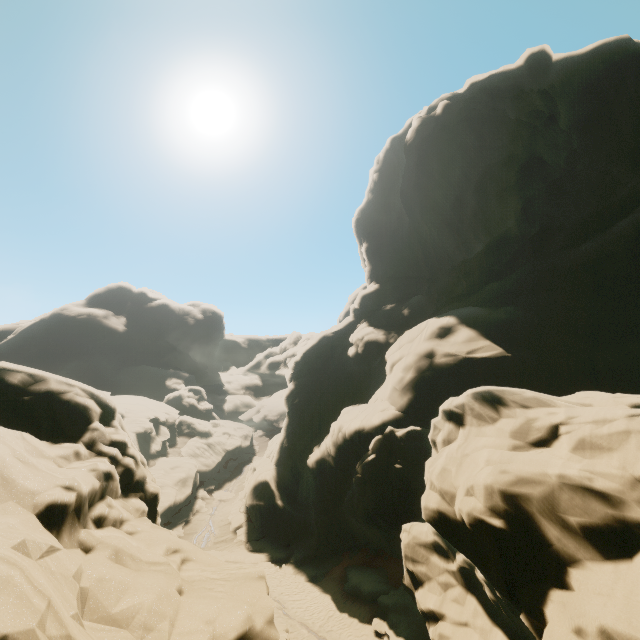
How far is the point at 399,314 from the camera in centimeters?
3130cm
